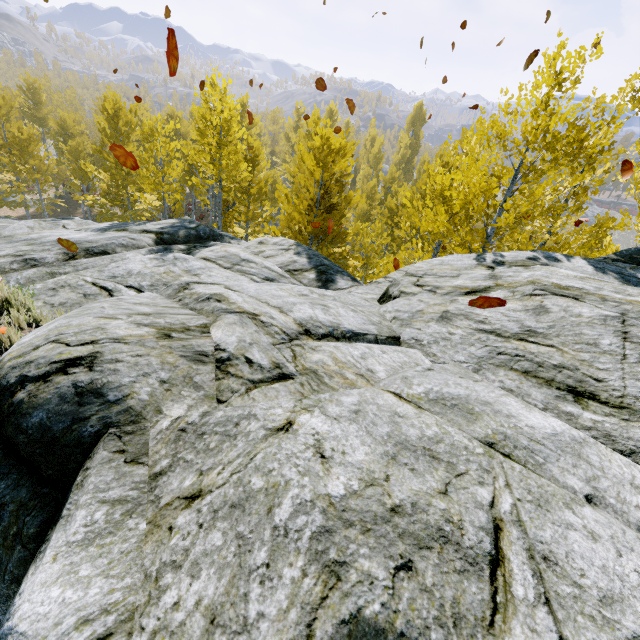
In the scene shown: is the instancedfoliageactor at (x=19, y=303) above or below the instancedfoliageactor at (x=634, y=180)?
below

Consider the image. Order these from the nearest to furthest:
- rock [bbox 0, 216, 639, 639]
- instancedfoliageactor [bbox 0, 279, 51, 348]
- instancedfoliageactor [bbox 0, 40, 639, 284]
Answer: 1. rock [bbox 0, 216, 639, 639]
2. instancedfoliageactor [bbox 0, 279, 51, 348]
3. instancedfoliageactor [bbox 0, 40, 639, 284]

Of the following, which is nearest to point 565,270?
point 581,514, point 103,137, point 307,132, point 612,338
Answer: point 612,338

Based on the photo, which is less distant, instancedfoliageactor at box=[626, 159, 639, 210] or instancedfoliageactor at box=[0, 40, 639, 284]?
instancedfoliageactor at box=[0, 40, 639, 284]

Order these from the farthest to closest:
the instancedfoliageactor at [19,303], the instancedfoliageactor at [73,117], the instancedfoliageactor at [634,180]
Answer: the instancedfoliageactor at [634,180] → the instancedfoliageactor at [73,117] → the instancedfoliageactor at [19,303]

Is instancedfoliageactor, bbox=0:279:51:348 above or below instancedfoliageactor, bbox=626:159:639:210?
below

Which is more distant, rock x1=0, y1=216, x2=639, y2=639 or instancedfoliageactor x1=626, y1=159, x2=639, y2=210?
instancedfoliageactor x1=626, y1=159, x2=639, y2=210
